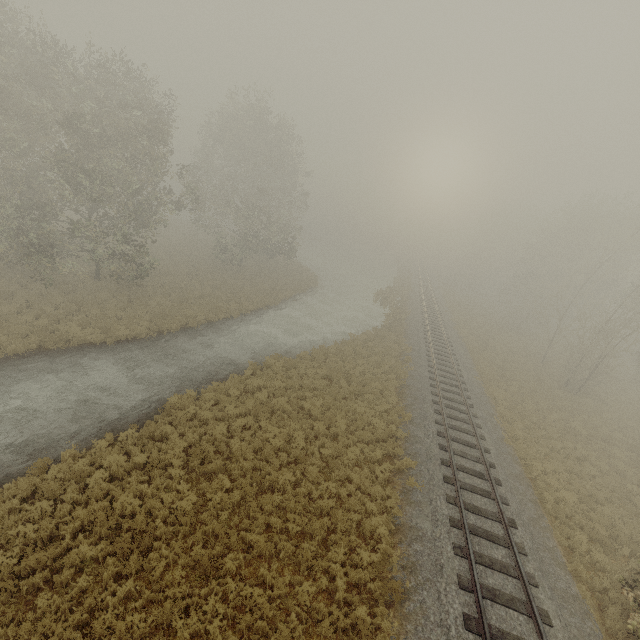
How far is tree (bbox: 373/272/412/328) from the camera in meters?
31.1

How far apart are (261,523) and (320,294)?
28.5m

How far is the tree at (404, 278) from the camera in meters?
31.1 m
